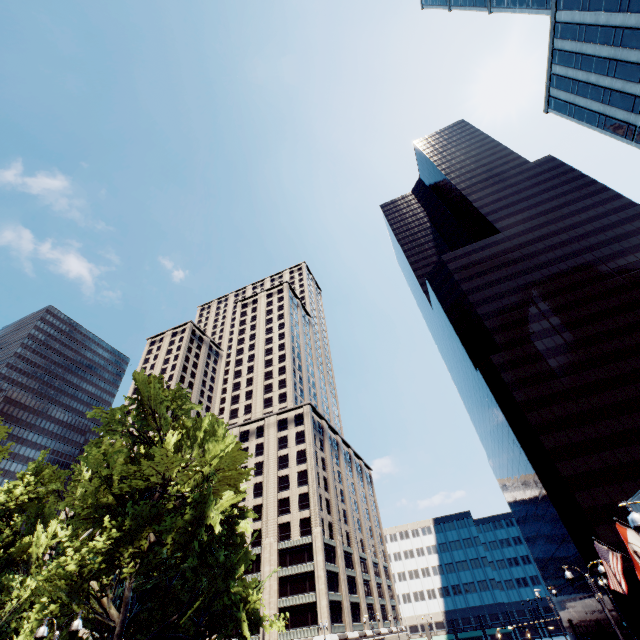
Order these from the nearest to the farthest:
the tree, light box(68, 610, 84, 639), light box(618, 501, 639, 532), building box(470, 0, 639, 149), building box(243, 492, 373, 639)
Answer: light box(618, 501, 639, 532) < light box(68, 610, 84, 639) < the tree < building box(470, 0, 639, 149) < building box(243, 492, 373, 639)

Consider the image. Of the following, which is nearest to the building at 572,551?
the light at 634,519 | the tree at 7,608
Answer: the tree at 7,608

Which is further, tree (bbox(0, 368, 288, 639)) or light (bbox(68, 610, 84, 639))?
tree (bbox(0, 368, 288, 639))

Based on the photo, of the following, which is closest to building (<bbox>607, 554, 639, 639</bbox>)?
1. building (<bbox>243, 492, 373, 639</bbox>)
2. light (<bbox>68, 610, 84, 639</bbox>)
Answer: building (<bbox>243, 492, 373, 639</bbox>)

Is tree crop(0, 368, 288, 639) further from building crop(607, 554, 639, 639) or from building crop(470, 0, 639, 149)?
building crop(607, 554, 639, 639)

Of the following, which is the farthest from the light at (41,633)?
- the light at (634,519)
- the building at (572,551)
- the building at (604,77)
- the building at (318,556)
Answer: the building at (572,551)

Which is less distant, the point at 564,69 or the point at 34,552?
the point at 34,552

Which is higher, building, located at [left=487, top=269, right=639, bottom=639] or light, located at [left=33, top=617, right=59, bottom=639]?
building, located at [left=487, top=269, right=639, bottom=639]
